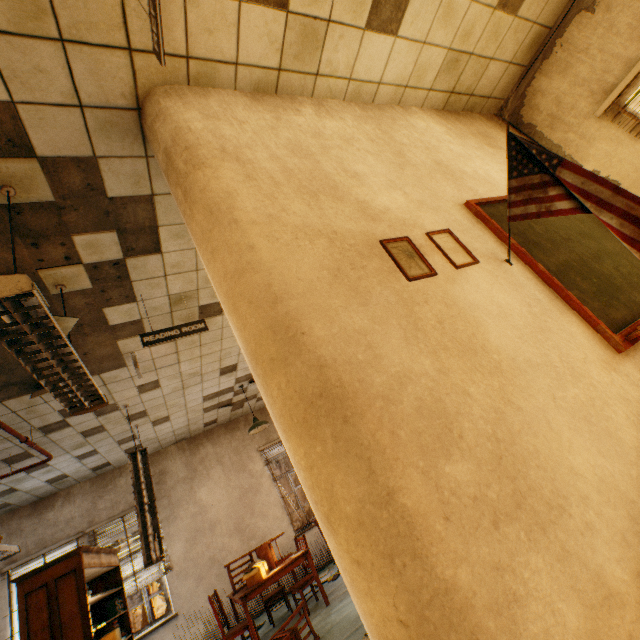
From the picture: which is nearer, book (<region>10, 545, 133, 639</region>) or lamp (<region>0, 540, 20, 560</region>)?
book (<region>10, 545, 133, 639</region>)

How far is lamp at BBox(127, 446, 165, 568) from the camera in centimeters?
441cm

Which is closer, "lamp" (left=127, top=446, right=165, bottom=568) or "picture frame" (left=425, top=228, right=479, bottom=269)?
"picture frame" (left=425, top=228, right=479, bottom=269)

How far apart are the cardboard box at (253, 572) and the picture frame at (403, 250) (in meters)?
5.16

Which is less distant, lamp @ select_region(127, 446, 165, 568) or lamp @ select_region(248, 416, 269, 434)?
lamp @ select_region(127, 446, 165, 568)

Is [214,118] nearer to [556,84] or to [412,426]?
[412,426]

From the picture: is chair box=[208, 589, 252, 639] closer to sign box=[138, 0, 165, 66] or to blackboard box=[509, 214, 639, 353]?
blackboard box=[509, 214, 639, 353]

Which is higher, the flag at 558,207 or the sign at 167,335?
the sign at 167,335
